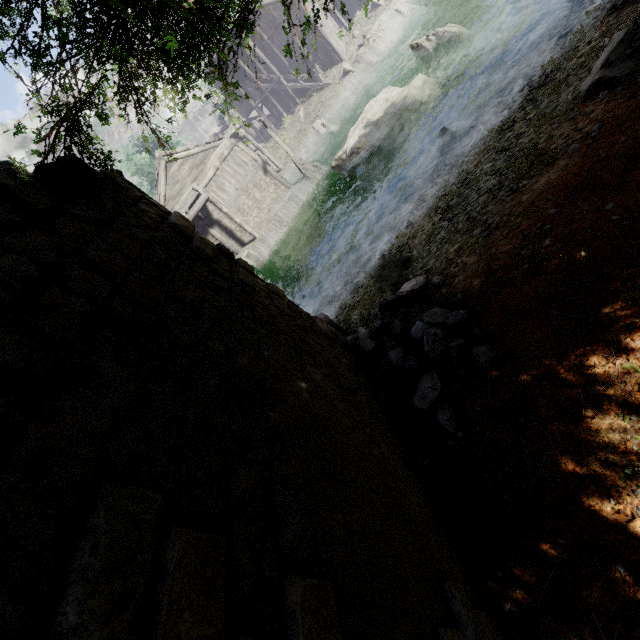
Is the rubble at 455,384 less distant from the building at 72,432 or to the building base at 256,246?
the building at 72,432

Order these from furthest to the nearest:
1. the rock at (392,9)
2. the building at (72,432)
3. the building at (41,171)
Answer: the rock at (392,9) → the building at (41,171) → the building at (72,432)

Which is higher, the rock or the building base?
the rock

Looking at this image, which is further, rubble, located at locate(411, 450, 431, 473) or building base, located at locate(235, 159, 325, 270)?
building base, located at locate(235, 159, 325, 270)

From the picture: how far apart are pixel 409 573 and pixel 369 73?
34.0 meters

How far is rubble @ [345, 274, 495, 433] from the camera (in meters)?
5.40

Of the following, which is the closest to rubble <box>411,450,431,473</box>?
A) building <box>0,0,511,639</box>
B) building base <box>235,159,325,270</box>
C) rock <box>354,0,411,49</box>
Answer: building <box>0,0,511,639</box>
